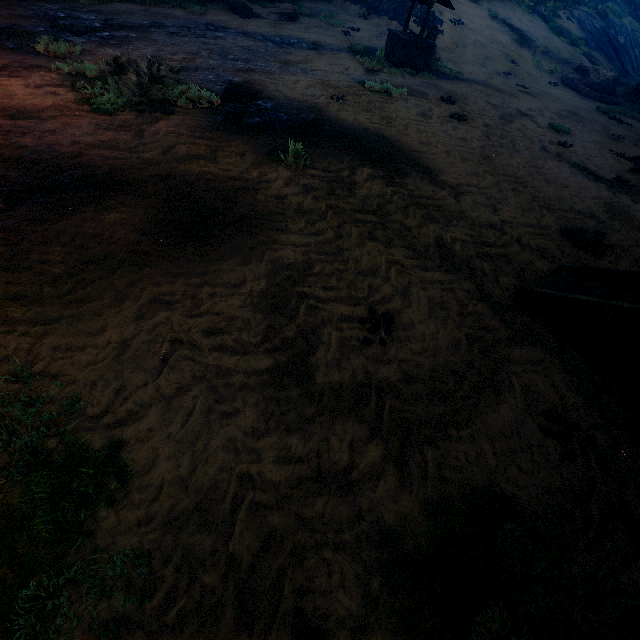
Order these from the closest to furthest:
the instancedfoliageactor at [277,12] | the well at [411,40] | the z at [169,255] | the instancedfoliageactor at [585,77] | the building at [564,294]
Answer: the z at [169,255]
the building at [564,294]
the well at [411,40]
the instancedfoliageactor at [277,12]
the instancedfoliageactor at [585,77]

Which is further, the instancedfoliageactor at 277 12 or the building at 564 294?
the instancedfoliageactor at 277 12

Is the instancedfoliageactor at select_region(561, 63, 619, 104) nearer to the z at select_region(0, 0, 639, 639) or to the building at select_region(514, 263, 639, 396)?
the z at select_region(0, 0, 639, 639)

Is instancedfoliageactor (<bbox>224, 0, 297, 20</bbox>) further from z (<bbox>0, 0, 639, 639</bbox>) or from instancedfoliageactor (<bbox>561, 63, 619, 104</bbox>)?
instancedfoliageactor (<bbox>561, 63, 619, 104</bbox>)

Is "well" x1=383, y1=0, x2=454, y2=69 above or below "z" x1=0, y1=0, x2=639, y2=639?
above

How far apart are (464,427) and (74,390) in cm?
336

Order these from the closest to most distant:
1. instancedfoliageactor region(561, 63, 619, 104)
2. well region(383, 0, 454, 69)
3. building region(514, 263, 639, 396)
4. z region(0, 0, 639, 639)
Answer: z region(0, 0, 639, 639) → building region(514, 263, 639, 396) → well region(383, 0, 454, 69) → instancedfoliageactor region(561, 63, 619, 104)

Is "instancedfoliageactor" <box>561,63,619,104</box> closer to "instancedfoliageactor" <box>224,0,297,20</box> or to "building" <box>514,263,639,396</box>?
"building" <box>514,263,639,396</box>
